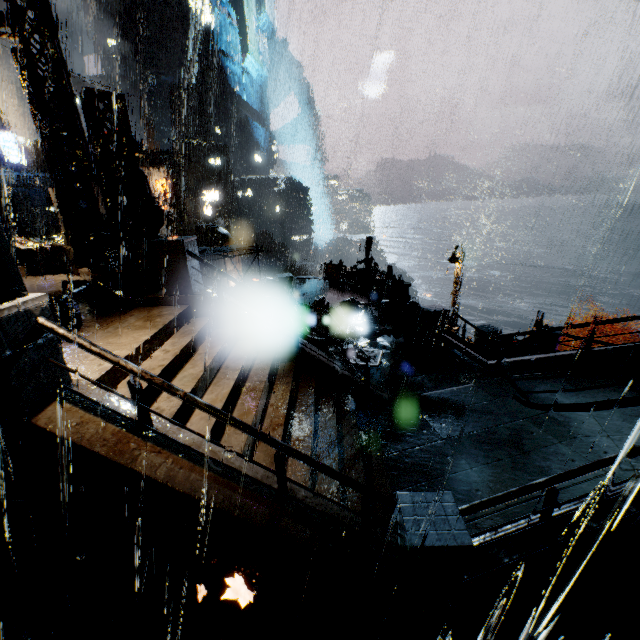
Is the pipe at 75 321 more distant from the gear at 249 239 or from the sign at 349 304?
the gear at 249 239

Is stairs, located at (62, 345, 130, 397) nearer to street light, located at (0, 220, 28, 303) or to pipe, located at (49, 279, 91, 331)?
pipe, located at (49, 279, 91, 331)

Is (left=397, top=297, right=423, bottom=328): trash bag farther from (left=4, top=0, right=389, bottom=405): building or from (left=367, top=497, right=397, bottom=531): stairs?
(left=367, top=497, right=397, bottom=531): stairs

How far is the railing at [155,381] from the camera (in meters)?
Result: 4.03

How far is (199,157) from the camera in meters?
55.6

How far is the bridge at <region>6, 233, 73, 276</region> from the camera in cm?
1344

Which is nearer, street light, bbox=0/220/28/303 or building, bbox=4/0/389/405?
street light, bbox=0/220/28/303

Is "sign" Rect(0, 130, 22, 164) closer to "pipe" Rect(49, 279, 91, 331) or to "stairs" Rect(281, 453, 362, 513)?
"pipe" Rect(49, 279, 91, 331)
